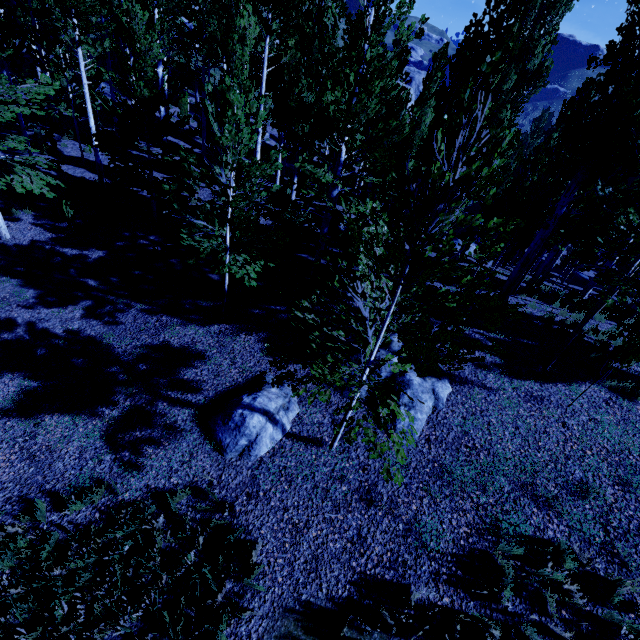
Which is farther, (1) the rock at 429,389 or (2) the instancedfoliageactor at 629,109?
(1) the rock at 429,389

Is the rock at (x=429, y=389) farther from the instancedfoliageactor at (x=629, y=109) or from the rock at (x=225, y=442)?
the instancedfoliageactor at (x=629, y=109)

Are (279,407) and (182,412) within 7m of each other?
yes

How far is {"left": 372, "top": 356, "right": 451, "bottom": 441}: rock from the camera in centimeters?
671cm

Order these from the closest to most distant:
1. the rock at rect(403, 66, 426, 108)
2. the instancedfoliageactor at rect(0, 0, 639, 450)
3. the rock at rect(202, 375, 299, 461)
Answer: the instancedfoliageactor at rect(0, 0, 639, 450) → the rock at rect(202, 375, 299, 461) → the rock at rect(403, 66, 426, 108)

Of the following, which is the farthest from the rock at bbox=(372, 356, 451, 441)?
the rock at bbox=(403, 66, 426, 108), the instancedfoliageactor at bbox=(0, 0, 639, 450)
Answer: the rock at bbox=(403, 66, 426, 108)

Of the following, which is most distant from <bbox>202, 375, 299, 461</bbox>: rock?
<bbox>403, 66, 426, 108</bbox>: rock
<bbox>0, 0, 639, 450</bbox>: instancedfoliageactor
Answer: <bbox>403, 66, 426, 108</bbox>: rock
